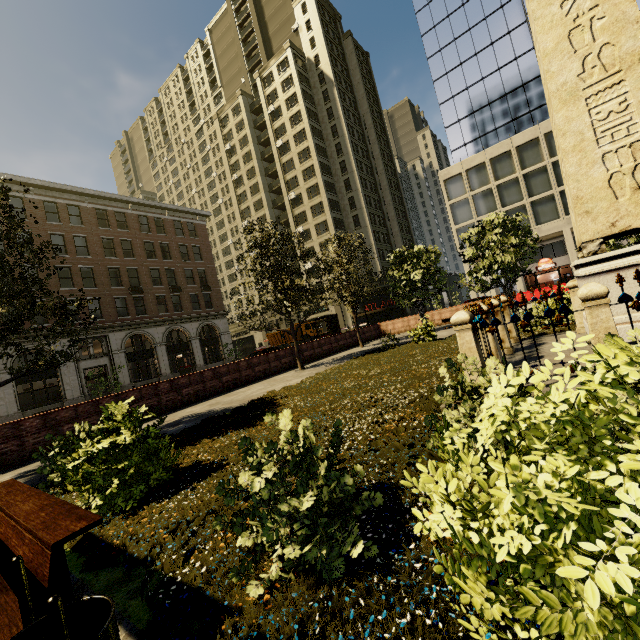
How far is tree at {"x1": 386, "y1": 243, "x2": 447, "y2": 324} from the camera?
19.8 meters

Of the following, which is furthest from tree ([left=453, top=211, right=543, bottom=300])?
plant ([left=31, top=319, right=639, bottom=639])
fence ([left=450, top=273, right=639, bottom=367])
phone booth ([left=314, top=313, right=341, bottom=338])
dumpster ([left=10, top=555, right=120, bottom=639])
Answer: dumpster ([left=10, top=555, right=120, bottom=639])

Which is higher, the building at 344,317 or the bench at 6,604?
the building at 344,317

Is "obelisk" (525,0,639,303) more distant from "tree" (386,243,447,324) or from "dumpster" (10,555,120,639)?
"dumpster" (10,555,120,639)

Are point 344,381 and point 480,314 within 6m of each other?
yes

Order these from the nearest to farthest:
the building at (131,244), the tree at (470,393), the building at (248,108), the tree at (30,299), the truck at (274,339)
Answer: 1. the tree at (470,393)
2. the tree at (30,299)
3. the building at (131,244)
4. the truck at (274,339)
5. the building at (248,108)

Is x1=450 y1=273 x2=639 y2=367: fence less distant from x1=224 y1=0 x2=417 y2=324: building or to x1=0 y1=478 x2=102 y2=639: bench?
x1=0 y1=478 x2=102 y2=639: bench

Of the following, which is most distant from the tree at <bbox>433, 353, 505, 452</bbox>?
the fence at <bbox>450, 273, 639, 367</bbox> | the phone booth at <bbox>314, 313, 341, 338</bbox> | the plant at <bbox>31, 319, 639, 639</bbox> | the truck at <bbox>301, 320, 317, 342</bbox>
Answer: the truck at <bbox>301, 320, 317, 342</bbox>
